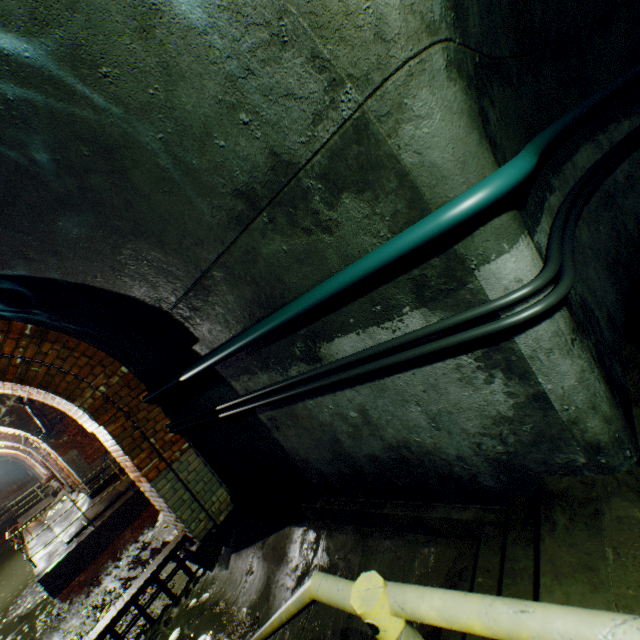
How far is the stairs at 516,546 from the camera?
1.41m

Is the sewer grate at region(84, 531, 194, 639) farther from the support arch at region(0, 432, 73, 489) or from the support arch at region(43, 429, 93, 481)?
the support arch at region(0, 432, 73, 489)

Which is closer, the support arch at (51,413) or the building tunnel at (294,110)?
the building tunnel at (294,110)

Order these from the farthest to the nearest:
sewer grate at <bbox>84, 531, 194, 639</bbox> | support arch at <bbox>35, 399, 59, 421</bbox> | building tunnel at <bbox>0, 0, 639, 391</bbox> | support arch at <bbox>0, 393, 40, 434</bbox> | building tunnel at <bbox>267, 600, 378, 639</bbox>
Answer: support arch at <bbox>35, 399, 59, 421</bbox>, support arch at <bbox>0, 393, 40, 434</bbox>, sewer grate at <bbox>84, 531, 194, 639</bbox>, building tunnel at <bbox>267, 600, 378, 639</bbox>, building tunnel at <bbox>0, 0, 639, 391</bbox>

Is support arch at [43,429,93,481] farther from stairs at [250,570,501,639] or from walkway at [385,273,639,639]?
walkway at [385,273,639,639]

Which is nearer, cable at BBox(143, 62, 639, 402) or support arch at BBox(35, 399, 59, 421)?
cable at BBox(143, 62, 639, 402)

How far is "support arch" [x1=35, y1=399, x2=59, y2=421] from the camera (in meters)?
10.66

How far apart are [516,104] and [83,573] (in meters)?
13.62
